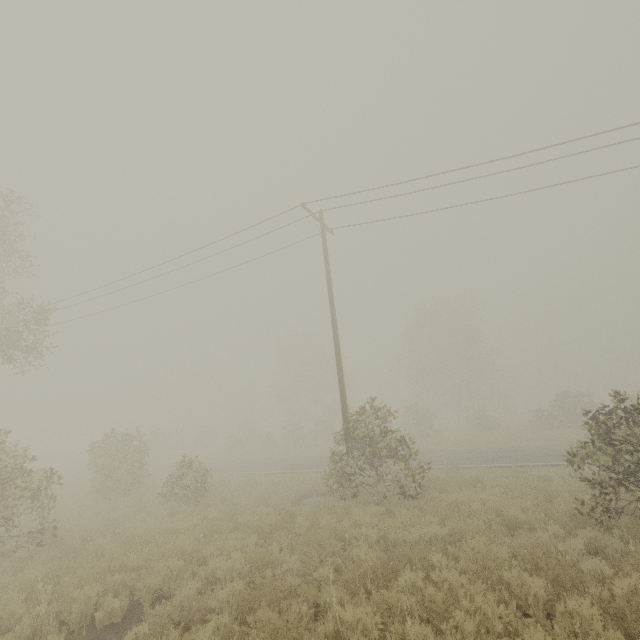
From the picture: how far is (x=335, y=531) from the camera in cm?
887
